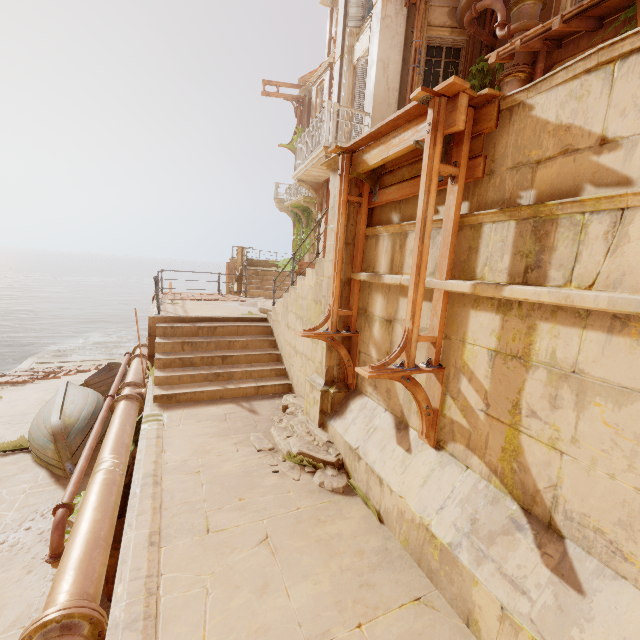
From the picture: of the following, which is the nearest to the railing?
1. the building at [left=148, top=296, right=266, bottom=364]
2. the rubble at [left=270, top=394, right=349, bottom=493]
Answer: the rubble at [left=270, top=394, right=349, bottom=493]

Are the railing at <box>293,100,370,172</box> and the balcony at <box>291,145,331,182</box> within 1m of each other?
yes

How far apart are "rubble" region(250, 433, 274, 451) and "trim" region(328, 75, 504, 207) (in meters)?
3.55

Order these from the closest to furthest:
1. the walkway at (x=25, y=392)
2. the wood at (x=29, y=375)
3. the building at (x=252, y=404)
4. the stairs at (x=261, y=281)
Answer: the building at (x=252, y=404) → the walkway at (x=25, y=392) → the stairs at (x=261, y=281) → the wood at (x=29, y=375)

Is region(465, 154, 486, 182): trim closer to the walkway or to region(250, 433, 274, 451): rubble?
region(250, 433, 274, 451): rubble

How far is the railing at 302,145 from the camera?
8.42m

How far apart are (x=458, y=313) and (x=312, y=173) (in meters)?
8.69

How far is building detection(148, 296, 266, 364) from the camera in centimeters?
821cm
